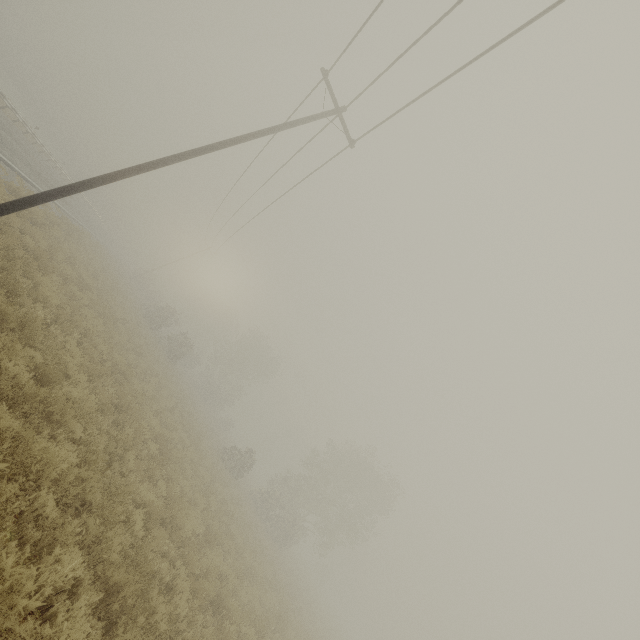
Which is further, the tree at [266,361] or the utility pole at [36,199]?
the tree at [266,361]

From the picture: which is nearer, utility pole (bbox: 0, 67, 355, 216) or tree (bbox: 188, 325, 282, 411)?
utility pole (bbox: 0, 67, 355, 216)

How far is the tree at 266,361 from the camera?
47.9m

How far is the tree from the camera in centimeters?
4791cm

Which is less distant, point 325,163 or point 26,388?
point 26,388
